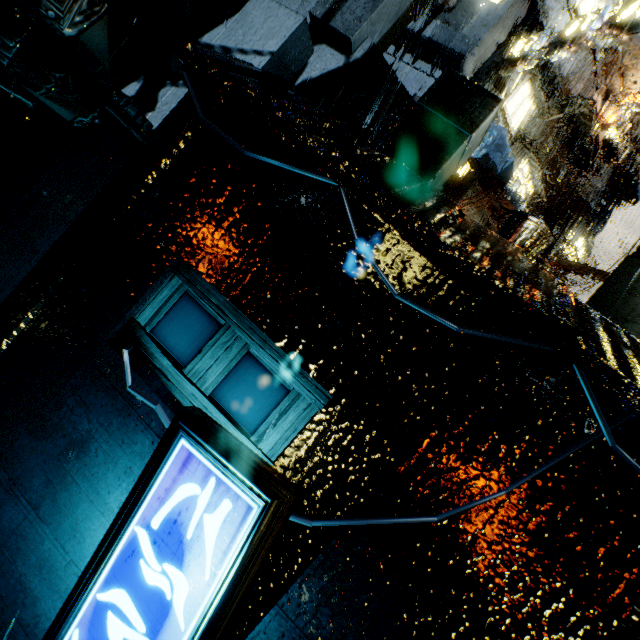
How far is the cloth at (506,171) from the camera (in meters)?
12.43

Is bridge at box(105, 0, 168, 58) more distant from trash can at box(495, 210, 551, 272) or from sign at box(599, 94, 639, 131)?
sign at box(599, 94, 639, 131)

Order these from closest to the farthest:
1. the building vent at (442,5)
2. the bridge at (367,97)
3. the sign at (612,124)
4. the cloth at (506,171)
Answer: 1. the bridge at (367,97)
2. the cloth at (506,171)
3. the building vent at (442,5)
4. the sign at (612,124)

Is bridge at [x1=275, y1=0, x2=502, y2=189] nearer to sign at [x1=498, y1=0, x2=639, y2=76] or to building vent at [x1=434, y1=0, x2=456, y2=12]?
sign at [x1=498, y1=0, x2=639, y2=76]

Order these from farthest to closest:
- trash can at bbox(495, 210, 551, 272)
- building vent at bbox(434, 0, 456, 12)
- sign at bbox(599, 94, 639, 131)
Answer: sign at bbox(599, 94, 639, 131), building vent at bbox(434, 0, 456, 12), trash can at bbox(495, 210, 551, 272)

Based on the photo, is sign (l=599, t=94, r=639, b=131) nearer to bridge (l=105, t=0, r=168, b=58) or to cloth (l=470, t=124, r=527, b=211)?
cloth (l=470, t=124, r=527, b=211)

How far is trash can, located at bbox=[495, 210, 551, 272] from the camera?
4.5m

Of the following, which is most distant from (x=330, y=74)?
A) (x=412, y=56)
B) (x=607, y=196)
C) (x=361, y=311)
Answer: (x=607, y=196)
